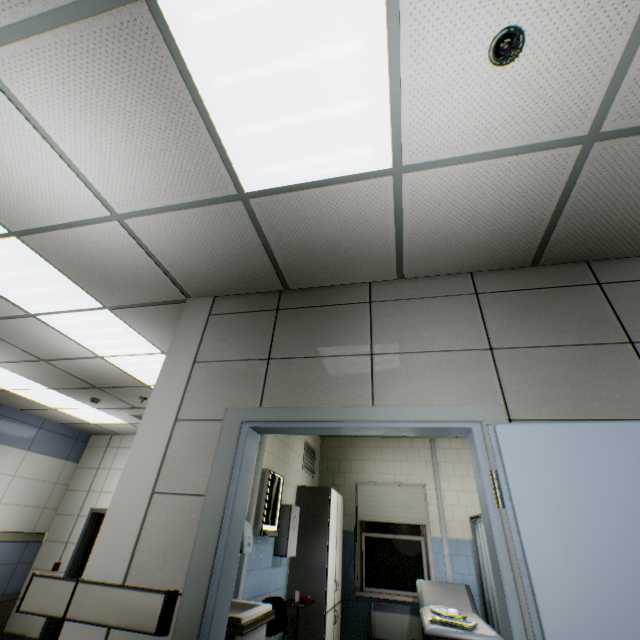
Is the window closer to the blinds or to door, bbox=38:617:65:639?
the blinds

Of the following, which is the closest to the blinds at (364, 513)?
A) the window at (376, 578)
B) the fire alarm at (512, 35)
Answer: the window at (376, 578)

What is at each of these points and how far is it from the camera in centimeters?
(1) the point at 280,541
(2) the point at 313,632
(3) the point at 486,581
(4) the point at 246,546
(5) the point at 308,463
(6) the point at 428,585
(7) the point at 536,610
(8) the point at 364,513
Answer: (1) first aid kit, 419cm
(2) cabinet, 414cm
(3) medical screen, 459cm
(4) hand dryer, 301cm
(5) ventilation grill, 596cm
(6) couch, 506cm
(7) door, 142cm
(8) blinds, 605cm

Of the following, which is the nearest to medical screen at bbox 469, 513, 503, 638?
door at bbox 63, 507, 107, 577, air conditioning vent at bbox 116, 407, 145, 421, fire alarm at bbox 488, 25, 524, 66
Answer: door at bbox 63, 507, 107, 577

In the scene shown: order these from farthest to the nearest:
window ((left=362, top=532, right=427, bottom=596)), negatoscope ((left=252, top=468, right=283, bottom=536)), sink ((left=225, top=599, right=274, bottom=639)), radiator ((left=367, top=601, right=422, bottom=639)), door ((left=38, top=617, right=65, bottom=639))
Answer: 1. door ((left=38, top=617, right=65, bottom=639))
2. window ((left=362, top=532, right=427, bottom=596))
3. radiator ((left=367, top=601, right=422, bottom=639))
4. negatoscope ((left=252, top=468, right=283, bottom=536))
5. sink ((left=225, top=599, right=274, bottom=639))

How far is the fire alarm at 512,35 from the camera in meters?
1.4

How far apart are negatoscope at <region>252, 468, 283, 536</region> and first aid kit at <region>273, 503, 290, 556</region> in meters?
0.2 m

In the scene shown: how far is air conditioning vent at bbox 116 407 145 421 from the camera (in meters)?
6.19
